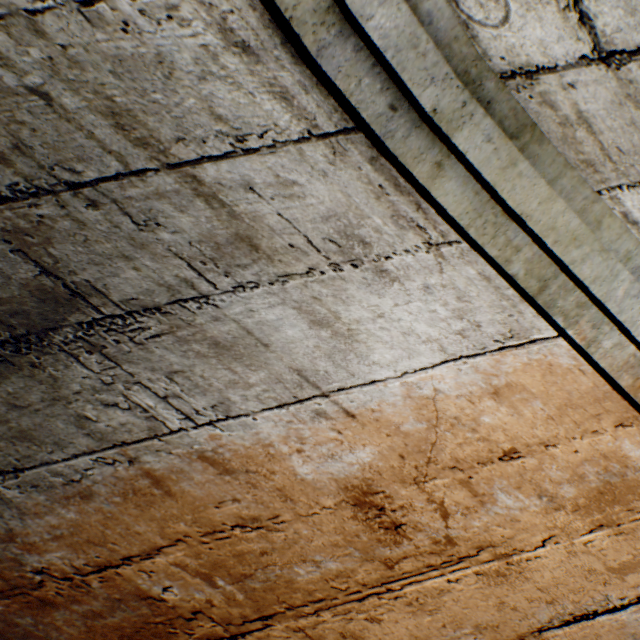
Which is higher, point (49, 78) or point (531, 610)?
point (49, 78)
